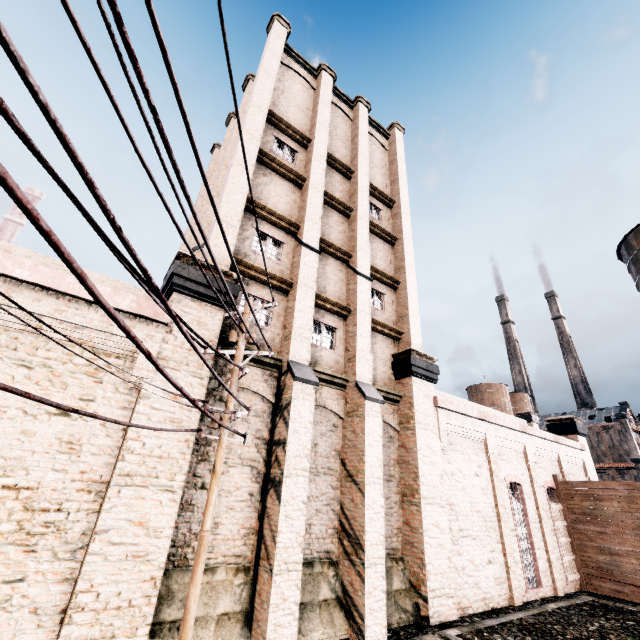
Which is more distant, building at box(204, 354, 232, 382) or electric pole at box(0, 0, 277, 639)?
building at box(204, 354, 232, 382)

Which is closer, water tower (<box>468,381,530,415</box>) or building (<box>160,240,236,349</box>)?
building (<box>160,240,236,349</box>)

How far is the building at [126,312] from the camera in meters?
8.6

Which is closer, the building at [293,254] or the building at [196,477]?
the building at [196,477]

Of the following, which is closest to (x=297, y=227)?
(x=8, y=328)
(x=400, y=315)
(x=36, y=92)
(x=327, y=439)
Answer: (x=400, y=315)

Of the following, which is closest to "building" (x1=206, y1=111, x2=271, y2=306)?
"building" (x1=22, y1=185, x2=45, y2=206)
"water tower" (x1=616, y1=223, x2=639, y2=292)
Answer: "water tower" (x1=616, y1=223, x2=639, y2=292)

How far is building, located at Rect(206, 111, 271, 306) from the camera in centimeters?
1231cm
